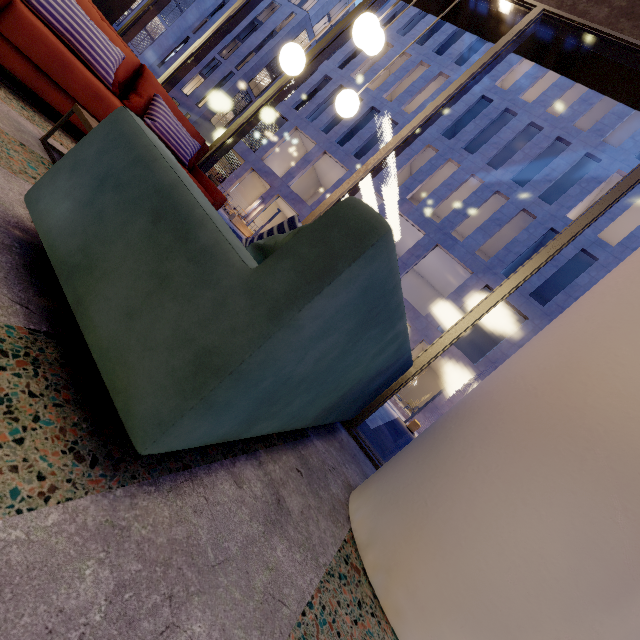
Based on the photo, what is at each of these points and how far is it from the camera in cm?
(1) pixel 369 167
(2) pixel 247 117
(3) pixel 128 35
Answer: (1) window frame, 363
(2) window frame, 442
(3) window frame, 604

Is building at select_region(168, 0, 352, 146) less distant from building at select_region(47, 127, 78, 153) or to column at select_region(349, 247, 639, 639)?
building at select_region(47, 127, 78, 153)

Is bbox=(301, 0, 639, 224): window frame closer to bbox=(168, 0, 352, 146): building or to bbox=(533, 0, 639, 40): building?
bbox=(533, 0, 639, 40): building

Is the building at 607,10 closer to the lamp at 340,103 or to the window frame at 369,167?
the window frame at 369,167

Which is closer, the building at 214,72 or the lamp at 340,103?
the lamp at 340,103

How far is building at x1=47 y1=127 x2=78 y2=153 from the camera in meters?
2.2

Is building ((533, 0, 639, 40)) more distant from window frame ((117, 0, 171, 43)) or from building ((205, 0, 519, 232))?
building ((205, 0, 519, 232))

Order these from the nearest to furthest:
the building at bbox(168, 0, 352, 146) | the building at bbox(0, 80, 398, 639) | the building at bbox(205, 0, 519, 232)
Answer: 1. the building at bbox(0, 80, 398, 639)
2. the building at bbox(205, 0, 519, 232)
3. the building at bbox(168, 0, 352, 146)
